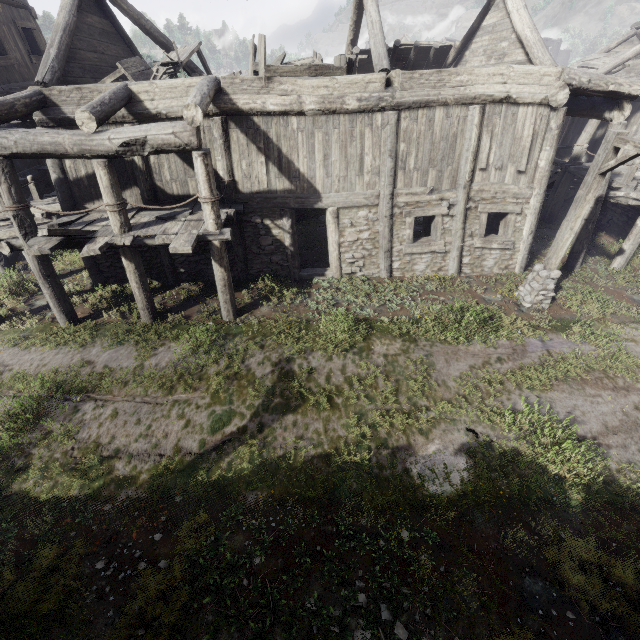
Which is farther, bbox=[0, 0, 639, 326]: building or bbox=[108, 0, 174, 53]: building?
bbox=[108, 0, 174, 53]: building

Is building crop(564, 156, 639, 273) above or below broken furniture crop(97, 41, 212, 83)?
below

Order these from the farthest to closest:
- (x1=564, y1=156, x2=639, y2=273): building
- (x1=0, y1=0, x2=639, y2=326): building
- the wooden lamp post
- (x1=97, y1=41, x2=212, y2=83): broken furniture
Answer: (x1=564, y1=156, x2=639, y2=273): building < (x1=97, y1=41, x2=212, y2=83): broken furniture < (x1=0, y1=0, x2=639, y2=326): building < the wooden lamp post

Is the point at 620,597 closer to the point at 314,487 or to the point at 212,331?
the point at 314,487

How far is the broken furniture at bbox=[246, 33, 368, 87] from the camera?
8.2m

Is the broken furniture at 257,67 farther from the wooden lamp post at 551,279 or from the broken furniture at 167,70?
the wooden lamp post at 551,279

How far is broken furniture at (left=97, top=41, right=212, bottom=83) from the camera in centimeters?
925cm

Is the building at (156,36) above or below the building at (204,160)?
above
